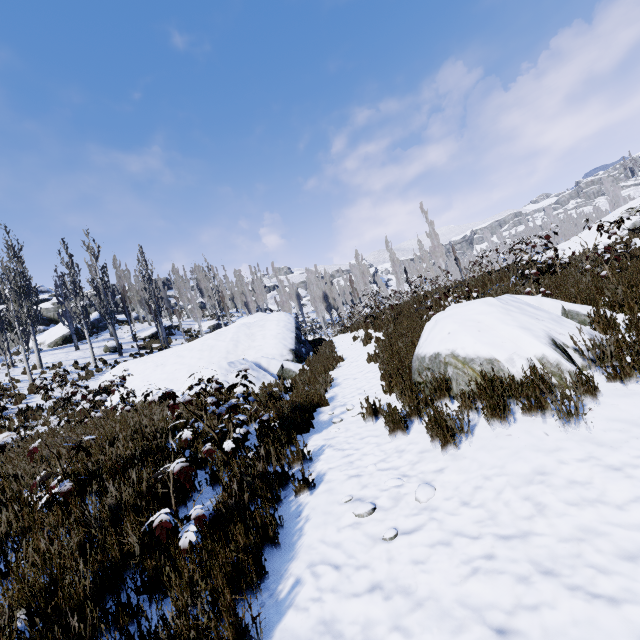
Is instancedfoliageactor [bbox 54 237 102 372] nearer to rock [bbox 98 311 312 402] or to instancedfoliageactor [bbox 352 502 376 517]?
rock [bbox 98 311 312 402]

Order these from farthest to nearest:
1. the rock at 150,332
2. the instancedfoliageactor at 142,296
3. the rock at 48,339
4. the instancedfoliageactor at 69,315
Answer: the rock at 150,332
the rock at 48,339
the instancedfoliageactor at 142,296
the instancedfoliageactor at 69,315

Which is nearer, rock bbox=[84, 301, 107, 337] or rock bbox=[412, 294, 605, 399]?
rock bbox=[412, 294, 605, 399]

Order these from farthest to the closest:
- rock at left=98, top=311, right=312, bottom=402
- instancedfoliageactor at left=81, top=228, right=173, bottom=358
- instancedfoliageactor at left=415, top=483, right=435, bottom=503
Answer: instancedfoliageactor at left=81, top=228, right=173, bottom=358 → rock at left=98, top=311, right=312, bottom=402 → instancedfoliageactor at left=415, top=483, right=435, bottom=503

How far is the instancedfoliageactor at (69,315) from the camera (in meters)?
21.02

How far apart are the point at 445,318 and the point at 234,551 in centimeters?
414cm

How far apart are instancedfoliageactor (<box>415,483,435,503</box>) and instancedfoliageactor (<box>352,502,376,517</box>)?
0.4m
